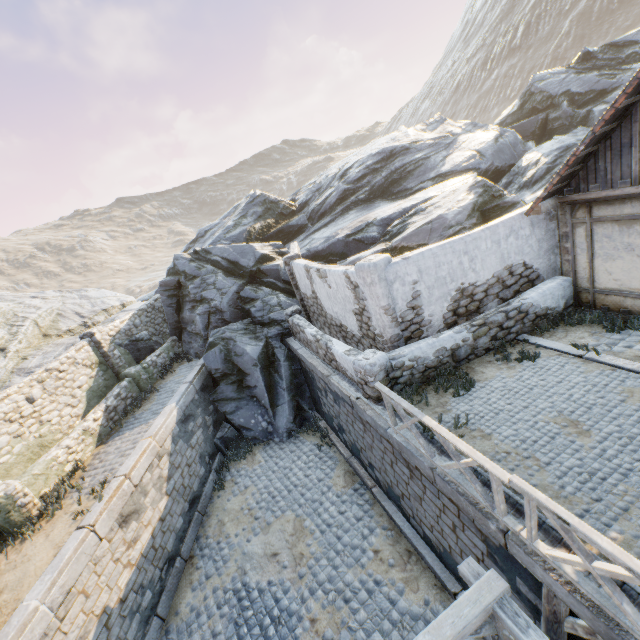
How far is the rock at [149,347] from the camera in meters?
14.8 m

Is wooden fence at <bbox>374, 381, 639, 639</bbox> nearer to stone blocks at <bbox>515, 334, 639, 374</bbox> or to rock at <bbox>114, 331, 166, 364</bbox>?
stone blocks at <bbox>515, 334, 639, 374</bbox>

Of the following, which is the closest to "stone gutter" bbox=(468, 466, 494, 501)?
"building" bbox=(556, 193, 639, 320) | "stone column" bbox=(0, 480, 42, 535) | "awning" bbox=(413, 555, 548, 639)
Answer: "awning" bbox=(413, 555, 548, 639)

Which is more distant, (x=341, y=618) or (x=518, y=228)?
(x=518, y=228)

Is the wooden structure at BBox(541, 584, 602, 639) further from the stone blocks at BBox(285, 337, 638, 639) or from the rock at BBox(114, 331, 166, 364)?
the rock at BBox(114, 331, 166, 364)

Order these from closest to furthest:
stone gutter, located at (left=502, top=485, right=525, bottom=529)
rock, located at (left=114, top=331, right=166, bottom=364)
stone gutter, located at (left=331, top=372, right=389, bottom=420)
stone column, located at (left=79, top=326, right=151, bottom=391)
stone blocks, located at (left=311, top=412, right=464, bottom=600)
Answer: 1. stone gutter, located at (left=502, top=485, right=525, bottom=529)
2. stone blocks, located at (left=311, top=412, right=464, bottom=600)
3. stone gutter, located at (left=331, top=372, right=389, bottom=420)
4. stone column, located at (left=79, top=326, right=151, bottom=391)
5. rock, located at (left=114, top=331, right=166, bottom=364)

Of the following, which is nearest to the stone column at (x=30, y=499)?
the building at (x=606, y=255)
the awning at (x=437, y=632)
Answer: the awning at (x=437, y=632)

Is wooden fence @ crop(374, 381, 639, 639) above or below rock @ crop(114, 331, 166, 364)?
below
